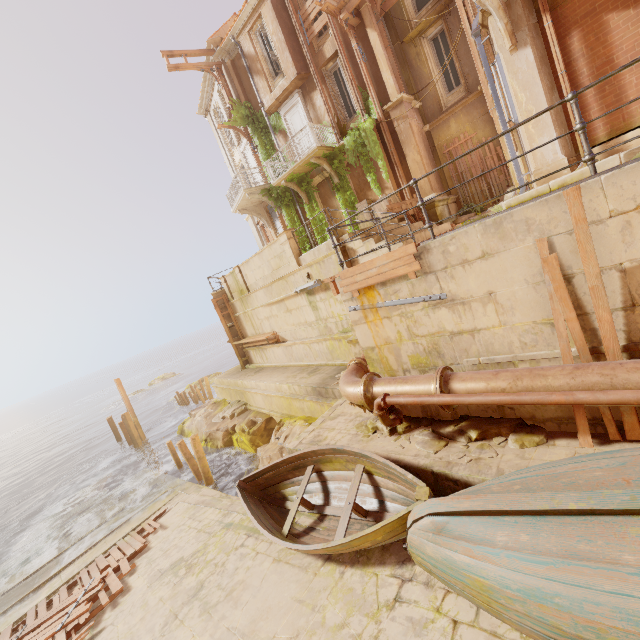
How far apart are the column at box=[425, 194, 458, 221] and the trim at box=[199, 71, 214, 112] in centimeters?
1503cm

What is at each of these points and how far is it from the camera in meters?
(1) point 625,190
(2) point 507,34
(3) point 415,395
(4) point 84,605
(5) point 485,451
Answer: (1) building, 3.5 m
(2) support, 7.6 m
(3) pipe, 5.1 m
(4) wood, 7.9 m
(5) rubble, 5.0 m

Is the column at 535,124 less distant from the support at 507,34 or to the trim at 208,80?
the support at 507,34

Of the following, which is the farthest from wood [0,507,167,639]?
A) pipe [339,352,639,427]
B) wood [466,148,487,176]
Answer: wood [466,148,487,176]

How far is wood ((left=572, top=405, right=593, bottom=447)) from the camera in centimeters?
428cm

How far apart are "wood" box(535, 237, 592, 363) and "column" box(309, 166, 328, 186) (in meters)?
13.67

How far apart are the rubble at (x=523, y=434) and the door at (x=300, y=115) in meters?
13.8 m

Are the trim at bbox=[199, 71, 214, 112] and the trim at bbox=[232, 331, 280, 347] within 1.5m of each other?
no
